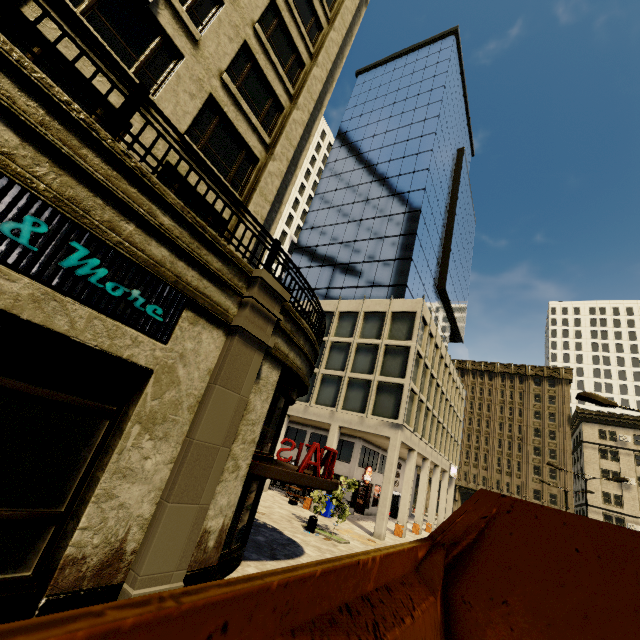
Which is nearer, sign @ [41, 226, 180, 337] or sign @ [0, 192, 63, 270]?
sign @ [0, 192, 63, 270]

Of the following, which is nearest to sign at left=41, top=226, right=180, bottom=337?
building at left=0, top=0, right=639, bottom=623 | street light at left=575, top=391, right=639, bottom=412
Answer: building at left=0, top=0, right=639, bottom=623

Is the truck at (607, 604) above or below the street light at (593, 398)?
below

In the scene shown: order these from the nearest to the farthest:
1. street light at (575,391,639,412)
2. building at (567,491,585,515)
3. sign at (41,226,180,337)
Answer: sign at (41,226,180,337) < street light at (575,391,639,412) < building at (567,491,585,515)

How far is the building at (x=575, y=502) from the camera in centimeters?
4800cm

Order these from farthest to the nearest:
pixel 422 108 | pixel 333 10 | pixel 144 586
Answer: pixel 422 108 < pixel 333 10 < pixel 144 586

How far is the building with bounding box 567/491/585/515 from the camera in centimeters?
4800cm

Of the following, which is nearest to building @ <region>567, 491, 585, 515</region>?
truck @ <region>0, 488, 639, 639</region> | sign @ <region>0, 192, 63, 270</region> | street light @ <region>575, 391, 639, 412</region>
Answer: sign @ <region>0, 192, 63, 270</region>
